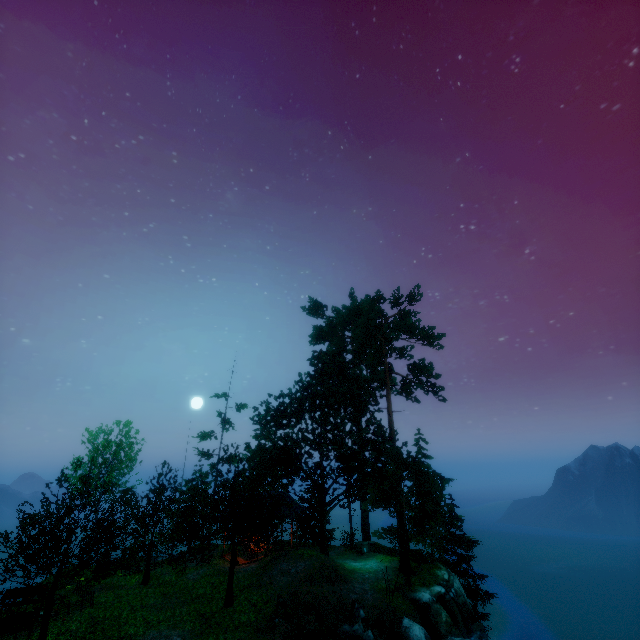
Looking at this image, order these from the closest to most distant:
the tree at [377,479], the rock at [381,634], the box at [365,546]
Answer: the tree at [377,479], the rock at [381,634], the box at [365,546]

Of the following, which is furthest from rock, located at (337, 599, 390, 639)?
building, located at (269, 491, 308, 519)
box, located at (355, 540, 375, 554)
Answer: box, located at (355, 540, 375, 554)

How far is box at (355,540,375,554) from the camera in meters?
25.6 m

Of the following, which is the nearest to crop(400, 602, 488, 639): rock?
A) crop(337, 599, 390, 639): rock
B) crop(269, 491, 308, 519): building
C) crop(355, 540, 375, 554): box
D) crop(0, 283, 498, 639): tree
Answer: crop(337, 599, 390, 639): rock

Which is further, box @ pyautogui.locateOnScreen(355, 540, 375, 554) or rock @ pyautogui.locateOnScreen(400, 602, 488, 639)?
box @ pyautogui.locateOnScreen(355, 540, 375, 554)

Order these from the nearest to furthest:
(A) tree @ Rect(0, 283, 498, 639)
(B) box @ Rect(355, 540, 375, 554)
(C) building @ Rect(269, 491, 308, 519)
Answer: (A) tree @ Rect(0, 283, 498, 639) < (C) building @ Rect(269, 491, 308, 519) < (B) box @ Rect(355, 540, 375, 554)

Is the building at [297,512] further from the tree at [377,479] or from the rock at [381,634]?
the rock at [381,634]

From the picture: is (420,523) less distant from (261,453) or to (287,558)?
(287,558)
